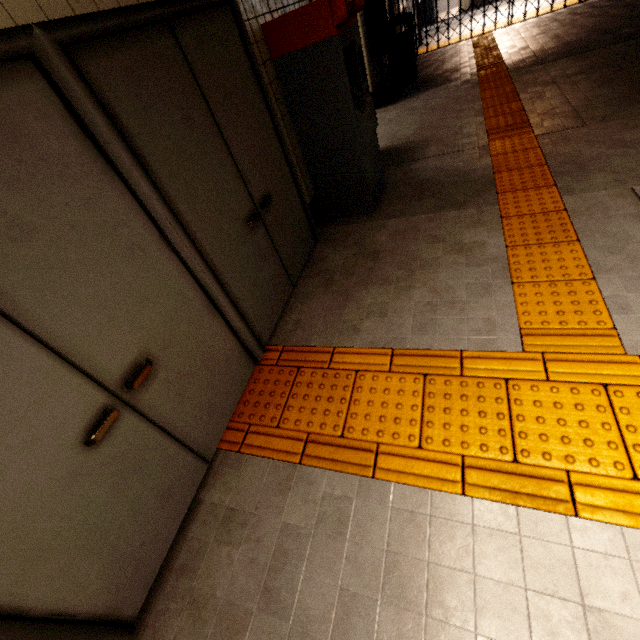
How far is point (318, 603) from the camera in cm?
145

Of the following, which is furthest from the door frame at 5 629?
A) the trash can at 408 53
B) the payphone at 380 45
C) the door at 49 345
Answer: the trash can at 408 53

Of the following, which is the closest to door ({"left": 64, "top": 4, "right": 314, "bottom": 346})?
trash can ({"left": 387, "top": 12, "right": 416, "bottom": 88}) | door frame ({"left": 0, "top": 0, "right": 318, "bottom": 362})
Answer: door frame ({"left": 0, "top": 0, "right": 318, "bottom": 362})

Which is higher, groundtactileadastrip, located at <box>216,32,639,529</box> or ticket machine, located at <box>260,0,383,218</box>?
ticket machine, located at <box>260,0,383,218</box>

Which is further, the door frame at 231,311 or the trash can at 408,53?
the trash can at 408,53

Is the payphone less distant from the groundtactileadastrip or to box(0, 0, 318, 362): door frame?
the groundtactileadastrip

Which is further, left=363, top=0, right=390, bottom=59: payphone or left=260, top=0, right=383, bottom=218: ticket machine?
left=363, top=0, right=390, bottom=59: payphone

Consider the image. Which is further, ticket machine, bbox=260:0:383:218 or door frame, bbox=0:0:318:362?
ticket machine, bbox=260:0:383:218
